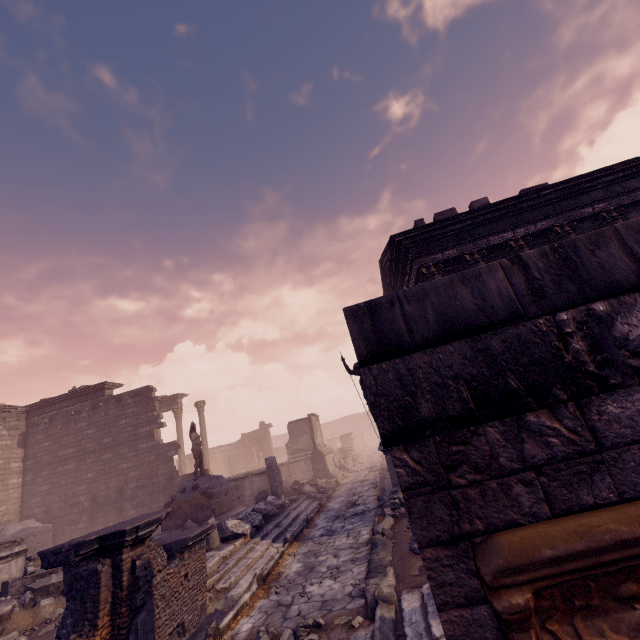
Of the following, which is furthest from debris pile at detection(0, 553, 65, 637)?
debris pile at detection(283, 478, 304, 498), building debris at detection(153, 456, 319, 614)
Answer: debris pile at detection(283, 478, 304, 498)

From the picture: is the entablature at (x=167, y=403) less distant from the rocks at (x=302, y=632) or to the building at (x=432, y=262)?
the building at (x=432, y=262)

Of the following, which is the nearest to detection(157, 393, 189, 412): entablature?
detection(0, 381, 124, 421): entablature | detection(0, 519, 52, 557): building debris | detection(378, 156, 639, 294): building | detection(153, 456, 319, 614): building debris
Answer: detection(0, 381, 124, 421): entablature

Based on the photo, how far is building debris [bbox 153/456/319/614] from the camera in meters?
6.6 m

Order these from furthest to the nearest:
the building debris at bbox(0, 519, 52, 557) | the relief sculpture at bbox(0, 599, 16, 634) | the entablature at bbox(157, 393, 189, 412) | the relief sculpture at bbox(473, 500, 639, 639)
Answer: the entablature at bbox(157, 393, 189, 412) < the building debris at bbox(0, 519, 52, 557) < the relief sculpture at bbox(0, 599, 16, 634) < the relief sculpture at bbox(473, 500, 639, 639)

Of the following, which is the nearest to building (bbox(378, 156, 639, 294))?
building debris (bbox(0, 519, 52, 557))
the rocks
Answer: the rocks

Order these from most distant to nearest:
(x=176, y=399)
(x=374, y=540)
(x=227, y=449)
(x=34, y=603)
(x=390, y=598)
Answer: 1. (x=227, y=449)
2. (x=176, y=399)
3. (x=34, y=603)
4. (x=374, y=540)
5. (x=390, y=598)

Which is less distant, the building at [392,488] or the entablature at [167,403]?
the building at [392,488]
